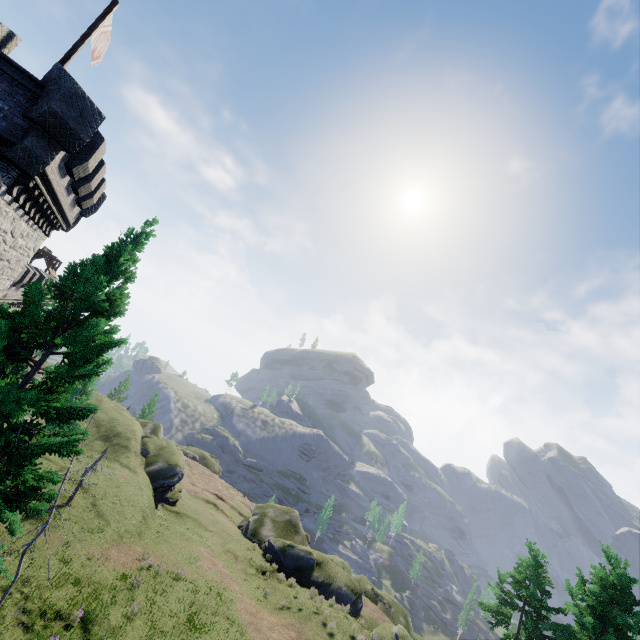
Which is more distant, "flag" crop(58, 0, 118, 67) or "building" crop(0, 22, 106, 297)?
"flag" crop(58, 0, 118, 67)

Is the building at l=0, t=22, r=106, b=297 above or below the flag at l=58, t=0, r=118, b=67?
below

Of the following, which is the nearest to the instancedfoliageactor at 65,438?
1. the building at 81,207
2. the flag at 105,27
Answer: the building at 81,207

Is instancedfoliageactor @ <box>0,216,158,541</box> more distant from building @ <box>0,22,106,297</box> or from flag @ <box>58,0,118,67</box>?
flag @ <box>58,0,118,67</box>

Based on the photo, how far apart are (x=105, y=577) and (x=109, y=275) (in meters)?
20.30

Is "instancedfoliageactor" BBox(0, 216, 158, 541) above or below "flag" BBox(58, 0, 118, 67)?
below

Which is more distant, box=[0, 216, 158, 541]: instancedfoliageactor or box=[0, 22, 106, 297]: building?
box=[0, 22, 106, 297]: building

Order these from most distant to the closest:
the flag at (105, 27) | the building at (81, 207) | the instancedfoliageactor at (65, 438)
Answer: the flag at (105, 27)
the building at (81, 207)
the instancedfoliageactor at (65, 438)
